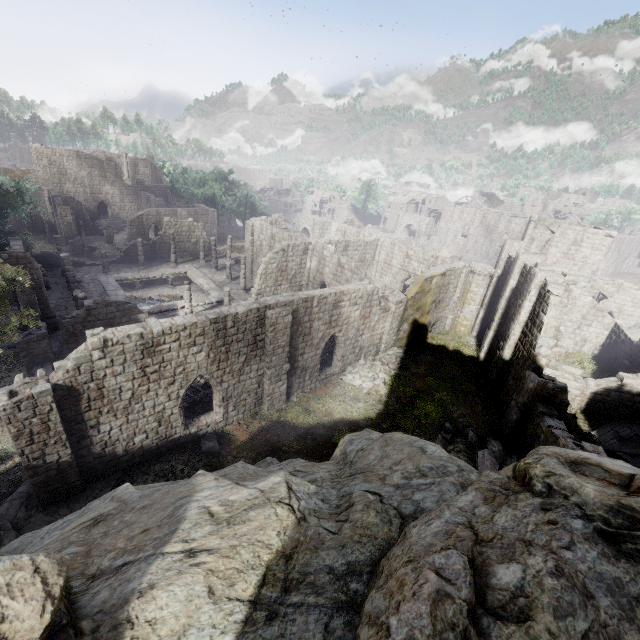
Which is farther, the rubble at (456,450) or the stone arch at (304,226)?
the stone arch at (304,226)

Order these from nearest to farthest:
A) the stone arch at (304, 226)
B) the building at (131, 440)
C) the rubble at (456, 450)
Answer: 1. the building at (131, 440)
2. the rubble at (456, 450)
3. the stone arch at (304, 226)

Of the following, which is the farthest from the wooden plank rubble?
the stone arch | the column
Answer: the stone arch

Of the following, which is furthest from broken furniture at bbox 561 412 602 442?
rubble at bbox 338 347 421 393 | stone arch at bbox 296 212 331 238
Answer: stone arch at bbox 296 212 331 238

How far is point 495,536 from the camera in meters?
2.7

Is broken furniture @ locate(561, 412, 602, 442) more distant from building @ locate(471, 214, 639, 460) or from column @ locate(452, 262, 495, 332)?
column @ locate(452, 262, 495, 332)

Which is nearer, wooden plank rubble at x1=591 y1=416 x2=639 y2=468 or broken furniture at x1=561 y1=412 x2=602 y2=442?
wooden plank rubble at x1=591 y1=416 x2=639 y2=468

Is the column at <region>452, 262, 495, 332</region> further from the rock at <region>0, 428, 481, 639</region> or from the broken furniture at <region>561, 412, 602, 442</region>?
the rock at <region>0, 428, 481, 639</region>
